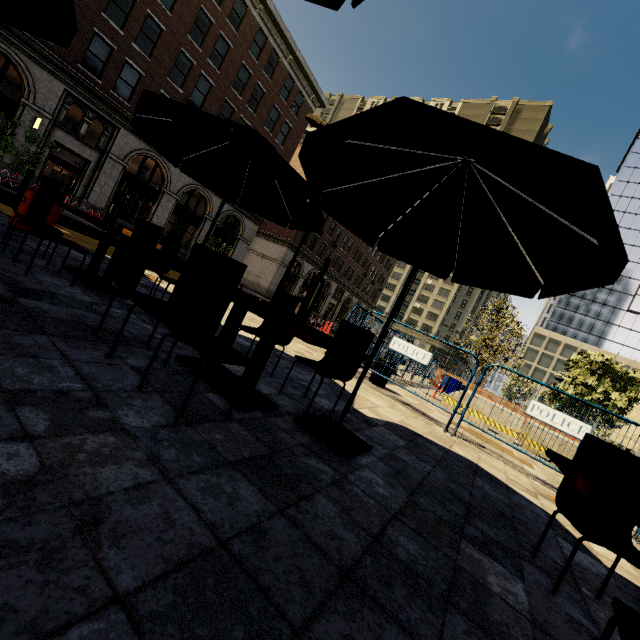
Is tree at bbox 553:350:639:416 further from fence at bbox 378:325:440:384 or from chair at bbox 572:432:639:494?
chair at bbox 572:432:639:494

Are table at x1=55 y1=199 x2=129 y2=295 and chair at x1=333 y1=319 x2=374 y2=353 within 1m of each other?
no

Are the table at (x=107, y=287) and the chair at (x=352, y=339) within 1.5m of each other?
no

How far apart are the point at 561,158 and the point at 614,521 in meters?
2.7 m

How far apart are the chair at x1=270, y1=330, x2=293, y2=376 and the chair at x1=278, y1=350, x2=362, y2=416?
0.3m

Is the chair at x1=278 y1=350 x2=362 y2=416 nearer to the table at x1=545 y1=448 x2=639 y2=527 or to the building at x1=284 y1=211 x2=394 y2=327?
the table at x1=545 y1=448 x2=639 y2=527

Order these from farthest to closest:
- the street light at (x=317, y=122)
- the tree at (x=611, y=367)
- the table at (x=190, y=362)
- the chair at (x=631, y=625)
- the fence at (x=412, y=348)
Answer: the tree at (x=611, y=367) → the street light at (x=317, y=122) → the fence at (x=412, y=348) → the table at (x=190, y=362) → the chair at (x=631, y=625)

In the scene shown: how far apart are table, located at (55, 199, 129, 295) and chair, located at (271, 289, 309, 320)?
1.88m
